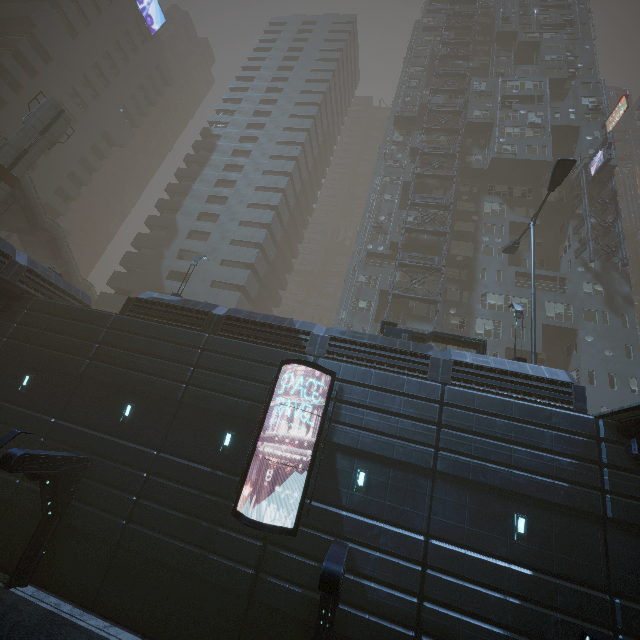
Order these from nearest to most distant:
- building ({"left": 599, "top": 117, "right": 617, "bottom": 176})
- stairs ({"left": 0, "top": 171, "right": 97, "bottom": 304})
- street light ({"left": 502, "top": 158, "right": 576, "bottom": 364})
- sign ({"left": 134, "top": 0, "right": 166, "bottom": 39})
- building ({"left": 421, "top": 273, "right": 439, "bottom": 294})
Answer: street light ({"left": 502, "top": 158, "right": 576, "bottom": 364})
stairs ({"left": 0, "top": 171, "right": 97, "bottom": 304})
building ({"left": 421, "top": 273, "right": 439, "bottom": 294})
building ({"left": 599, "top": 117, "right": 617, "bottom": 176})
sign ({"left": 134, "top": 0, "right": 166, "bottom": 39})

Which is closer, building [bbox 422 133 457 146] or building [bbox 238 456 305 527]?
building [bbox 238 456 305 527]

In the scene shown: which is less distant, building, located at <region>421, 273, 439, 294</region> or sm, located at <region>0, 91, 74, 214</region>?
sm, located at <region>0, 91, 74, 214</region>

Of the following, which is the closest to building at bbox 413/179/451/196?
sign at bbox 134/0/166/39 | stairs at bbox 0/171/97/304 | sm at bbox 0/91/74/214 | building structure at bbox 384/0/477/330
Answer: building structure at bbox 384/0/477/330

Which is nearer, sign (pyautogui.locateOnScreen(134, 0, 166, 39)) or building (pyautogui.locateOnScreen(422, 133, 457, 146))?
building (pyautogui.locateOnScreen(422, 133, 457, 146))

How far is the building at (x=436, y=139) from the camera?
39.34m

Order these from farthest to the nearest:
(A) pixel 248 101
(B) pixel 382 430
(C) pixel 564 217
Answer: (A) pixel 248 101 → (C) pixel 564 217 → (B) pixel 382 430

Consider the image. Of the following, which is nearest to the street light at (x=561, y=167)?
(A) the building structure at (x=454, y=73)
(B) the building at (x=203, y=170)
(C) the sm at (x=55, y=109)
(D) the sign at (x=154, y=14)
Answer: (B) the building at (x=203, y=170)
